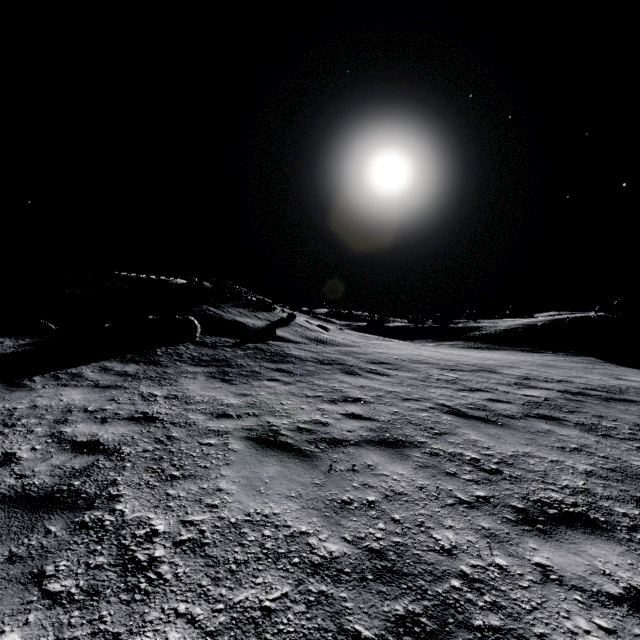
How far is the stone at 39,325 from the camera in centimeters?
1031cm

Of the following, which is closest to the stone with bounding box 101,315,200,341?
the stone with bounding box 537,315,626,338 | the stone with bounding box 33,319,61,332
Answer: the stone with bounding box 33,319,61,332

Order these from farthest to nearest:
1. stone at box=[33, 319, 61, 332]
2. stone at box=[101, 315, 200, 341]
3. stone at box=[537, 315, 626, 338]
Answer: stone at box=[537, 315, 626, 338]
stone at box=[101, 315, 200, 341]
stone at box=[33, 319, 61, 332]

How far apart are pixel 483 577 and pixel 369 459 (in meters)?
1.93

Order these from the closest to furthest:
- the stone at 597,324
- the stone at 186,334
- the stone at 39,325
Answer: the stone at 39,325 → the stone at 186,334 → the stone at 597,324

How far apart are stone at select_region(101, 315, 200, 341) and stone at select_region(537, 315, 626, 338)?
24.65m

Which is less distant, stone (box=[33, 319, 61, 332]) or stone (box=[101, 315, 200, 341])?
stone (box=[33, 319, 61, 332])

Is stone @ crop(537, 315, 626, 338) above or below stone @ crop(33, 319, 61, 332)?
above
